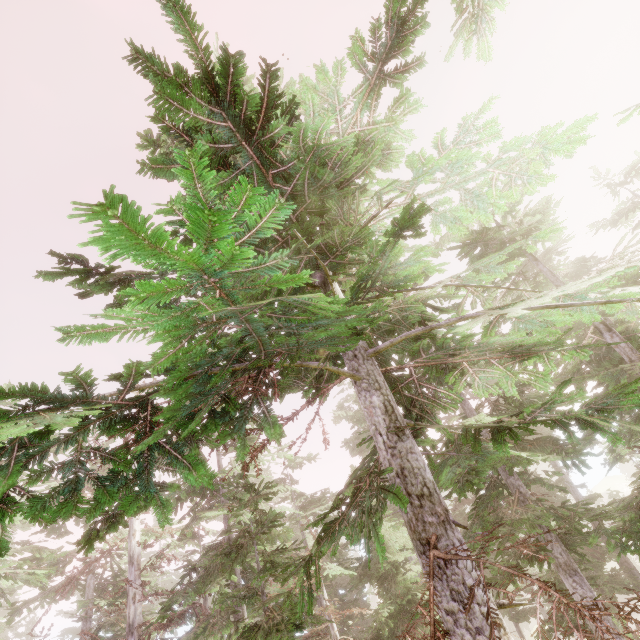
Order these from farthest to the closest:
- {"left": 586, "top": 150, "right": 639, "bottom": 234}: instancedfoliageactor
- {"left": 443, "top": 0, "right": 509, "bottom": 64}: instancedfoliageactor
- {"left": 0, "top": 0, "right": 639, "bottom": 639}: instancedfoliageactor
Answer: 1. {"left": 586, "top": 150, "right": 639, "bottom": 234}: instancedfoliageactor
2. {"left": 443, "top": 0, "right": 509, "bottom": 64}: instancedfoliageactor
3. {"left": 0, "top": 0, "right": 639, "bottom": 639}: instancedfoliageactor

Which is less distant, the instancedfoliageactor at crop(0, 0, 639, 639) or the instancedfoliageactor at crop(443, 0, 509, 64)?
the instancedfoliageactor at crop(0, 0, 639, 639)

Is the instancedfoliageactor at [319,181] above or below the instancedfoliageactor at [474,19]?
below

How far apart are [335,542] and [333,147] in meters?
38.6

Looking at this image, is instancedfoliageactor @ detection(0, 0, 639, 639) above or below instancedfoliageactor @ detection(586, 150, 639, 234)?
below

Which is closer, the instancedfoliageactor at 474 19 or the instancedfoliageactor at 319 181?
the instancedfoliageactor at 319 181
